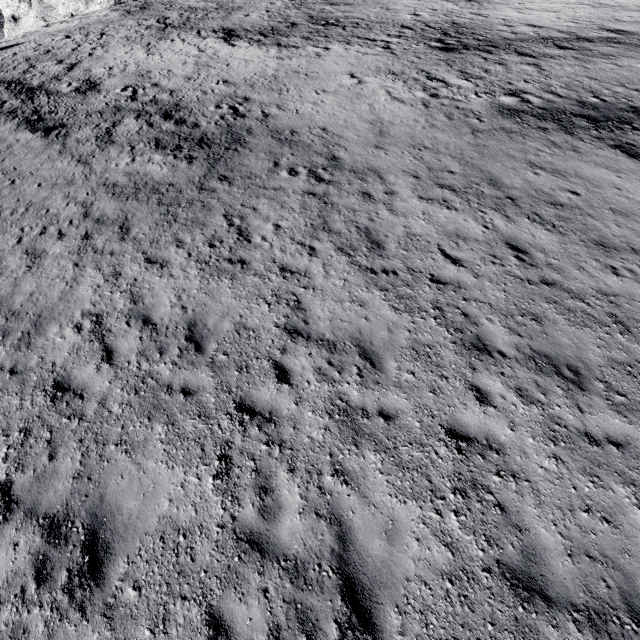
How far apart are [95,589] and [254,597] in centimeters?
239cm
